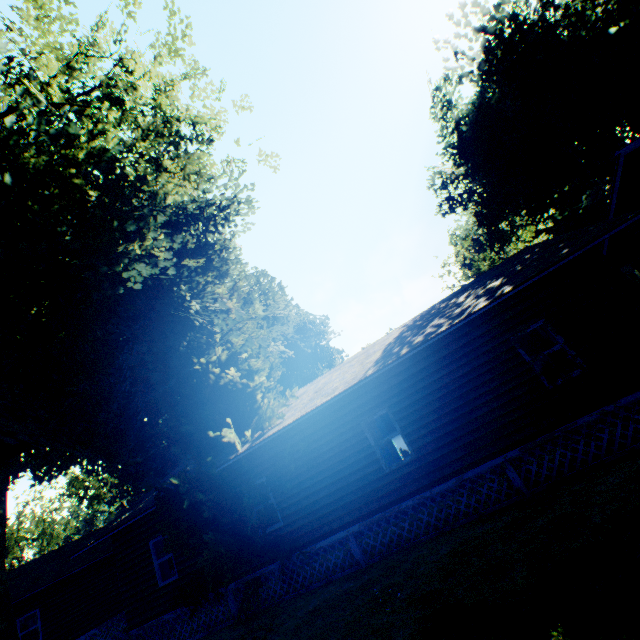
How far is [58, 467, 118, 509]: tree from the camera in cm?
3921

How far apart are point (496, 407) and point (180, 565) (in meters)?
12.42

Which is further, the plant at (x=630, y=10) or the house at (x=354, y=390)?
the plant at (x=630, y=10)

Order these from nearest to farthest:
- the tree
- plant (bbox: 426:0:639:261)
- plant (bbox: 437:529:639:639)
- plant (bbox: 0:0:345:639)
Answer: plant (bbox: 437:529:639:639) < plant (bbox: 0:0:345:639) < plant (bbox: 426:0:639:261) < the tree

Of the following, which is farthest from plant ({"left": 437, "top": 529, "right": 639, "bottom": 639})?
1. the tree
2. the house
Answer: the tree

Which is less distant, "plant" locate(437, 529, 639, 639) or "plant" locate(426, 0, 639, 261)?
"plant" locate(437, 529, 639, 639)

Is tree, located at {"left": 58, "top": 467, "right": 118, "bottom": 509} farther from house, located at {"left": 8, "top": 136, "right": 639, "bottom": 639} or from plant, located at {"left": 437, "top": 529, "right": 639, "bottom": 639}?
house, located at {"left": 8, "top": 136, "right": 639, "bottom": 639}

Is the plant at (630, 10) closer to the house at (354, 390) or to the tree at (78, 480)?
the house at (354, 390)
